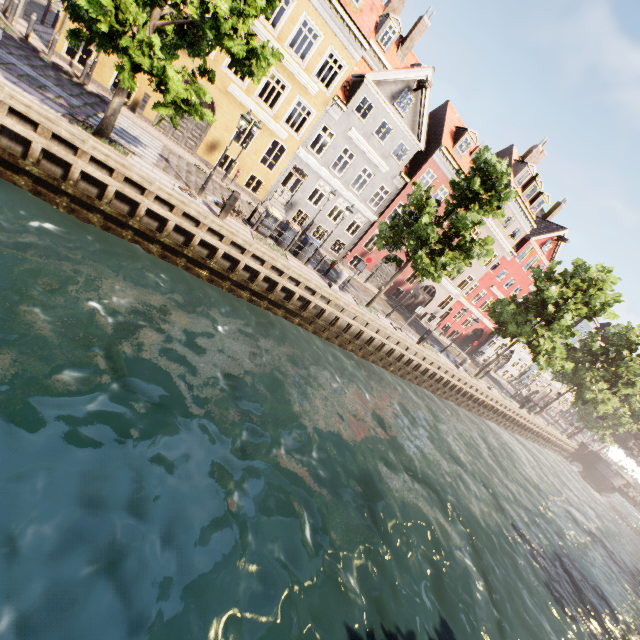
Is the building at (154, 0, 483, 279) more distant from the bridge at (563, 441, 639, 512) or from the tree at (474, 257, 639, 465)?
the bridge at (563, 441, 639, 512)

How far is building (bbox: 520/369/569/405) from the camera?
49.7m

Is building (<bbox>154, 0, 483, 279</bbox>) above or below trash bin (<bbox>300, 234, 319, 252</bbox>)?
above

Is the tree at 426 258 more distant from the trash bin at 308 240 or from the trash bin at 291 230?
the trash bin at 291 230

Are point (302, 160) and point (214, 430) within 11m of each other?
no

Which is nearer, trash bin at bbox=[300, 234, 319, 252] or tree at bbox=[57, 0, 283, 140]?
tree at bbox=[57, 0, 283, 140]

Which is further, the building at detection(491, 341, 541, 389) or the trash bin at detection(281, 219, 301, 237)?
the building at detection(491, 341, 541, 389)

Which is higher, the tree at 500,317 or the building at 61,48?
the tree at 500,317
